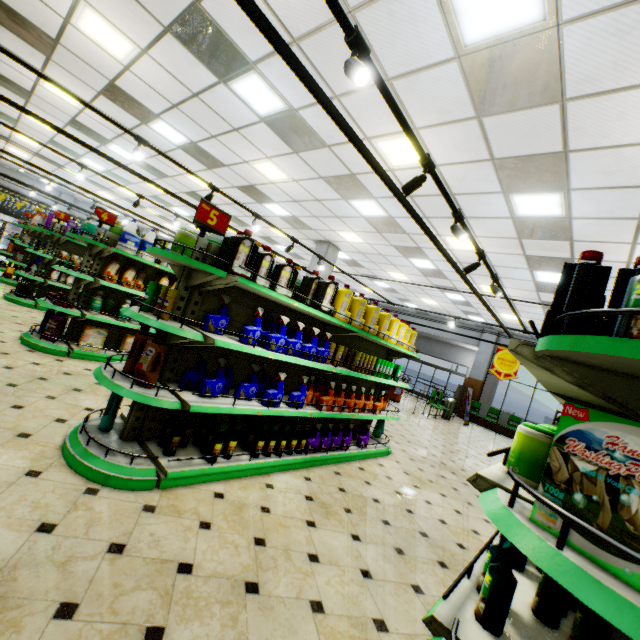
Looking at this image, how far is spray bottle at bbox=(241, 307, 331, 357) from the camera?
3.26m

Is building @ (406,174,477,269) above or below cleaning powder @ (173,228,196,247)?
above

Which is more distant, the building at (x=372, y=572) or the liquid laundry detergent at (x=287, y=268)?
the liquid laundry detergent at (x=287, y=268)

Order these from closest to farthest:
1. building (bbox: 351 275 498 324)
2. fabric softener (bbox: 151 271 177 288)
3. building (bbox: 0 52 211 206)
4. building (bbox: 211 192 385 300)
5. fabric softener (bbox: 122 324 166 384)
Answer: fabric softener (bbox: 122 324 166 384) → fabric softener (bbox: 151 271 177 288) → building (bbox: 0 52 211 206) → building (bbox: 211 192 385 300) → building (bbox: 351 275 498 324)

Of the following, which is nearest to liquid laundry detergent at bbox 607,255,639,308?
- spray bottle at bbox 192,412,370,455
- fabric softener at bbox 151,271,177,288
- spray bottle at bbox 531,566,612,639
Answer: spray bottle at bbox 531,566,612,639

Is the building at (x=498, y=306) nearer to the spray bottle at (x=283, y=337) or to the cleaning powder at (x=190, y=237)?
the spray bottle at (x=283, y=337)

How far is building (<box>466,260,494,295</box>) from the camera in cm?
926

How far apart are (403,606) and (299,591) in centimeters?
82cm
